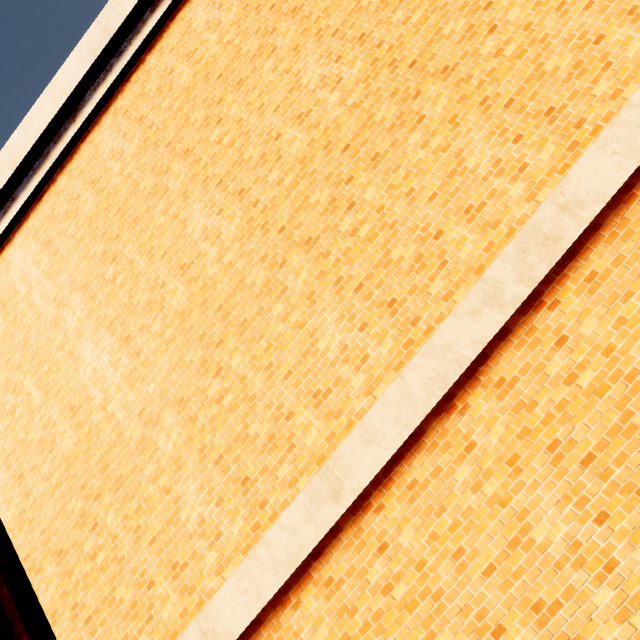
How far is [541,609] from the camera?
2.38m
